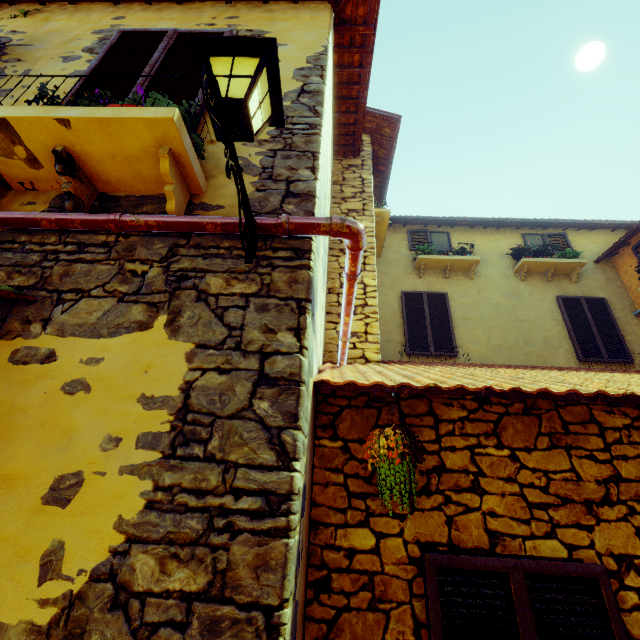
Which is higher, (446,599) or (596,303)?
(596,303)

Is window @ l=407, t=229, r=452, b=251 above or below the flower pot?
above

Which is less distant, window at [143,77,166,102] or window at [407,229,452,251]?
window at [143,77,166,102]

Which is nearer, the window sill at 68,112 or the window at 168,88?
the window sill at 68,112

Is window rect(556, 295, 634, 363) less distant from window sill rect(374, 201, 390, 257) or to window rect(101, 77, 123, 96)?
window rect(101, 77, 123, 96)

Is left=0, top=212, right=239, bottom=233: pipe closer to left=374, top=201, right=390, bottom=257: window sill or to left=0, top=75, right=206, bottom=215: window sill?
left=0, top=75, right=206, bottom=215: window sill

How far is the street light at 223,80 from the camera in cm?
134

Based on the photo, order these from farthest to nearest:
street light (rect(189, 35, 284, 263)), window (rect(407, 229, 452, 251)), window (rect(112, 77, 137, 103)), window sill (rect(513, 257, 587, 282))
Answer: window (rect(407, 229, 452, 251)), window sill (rect(513, 257, 587, 282)), window (rect(112, 77, 137, 103)), street light (rect(189, 35, 284, 263))
